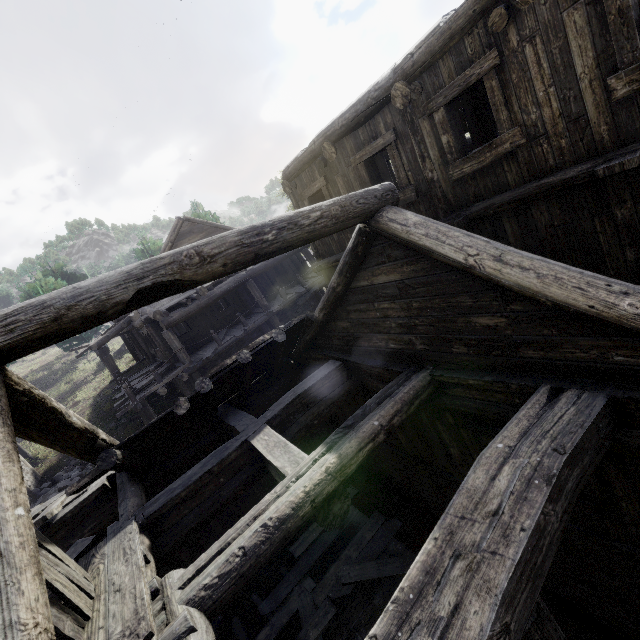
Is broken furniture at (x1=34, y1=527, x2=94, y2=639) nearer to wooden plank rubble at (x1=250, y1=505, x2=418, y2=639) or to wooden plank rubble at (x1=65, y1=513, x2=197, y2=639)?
wooden plank rubble at (x1=65, y1=513, x2=197, y2=639)

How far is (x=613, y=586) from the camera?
5.00m

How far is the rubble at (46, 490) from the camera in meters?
14.1

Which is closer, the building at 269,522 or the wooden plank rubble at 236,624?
the building at 269,522

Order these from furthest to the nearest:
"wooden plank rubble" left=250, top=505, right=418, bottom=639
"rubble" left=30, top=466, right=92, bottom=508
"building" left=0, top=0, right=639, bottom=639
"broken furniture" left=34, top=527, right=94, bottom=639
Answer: "rubble" left=30, top=466, right=92, bottom=508
"wooden plank rubble" left=250, top=505, right=418, bottom=639
"broken furniture" left=34, top=527, right=94, bottom=639
"building" left=0, top=0, right=639, bottom=639

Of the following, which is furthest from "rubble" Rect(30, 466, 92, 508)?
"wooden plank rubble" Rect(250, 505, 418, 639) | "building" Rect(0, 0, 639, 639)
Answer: "wooden plank rubble" Rect(250, 505, 418, 639)

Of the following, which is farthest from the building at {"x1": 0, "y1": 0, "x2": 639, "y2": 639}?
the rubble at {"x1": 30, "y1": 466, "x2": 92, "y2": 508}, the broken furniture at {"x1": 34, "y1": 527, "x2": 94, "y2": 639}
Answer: the broken furniture at {"x1": 34, "y1": 527, "x2": 94, "y2": 639}

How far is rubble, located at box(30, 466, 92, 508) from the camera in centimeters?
1409cm
